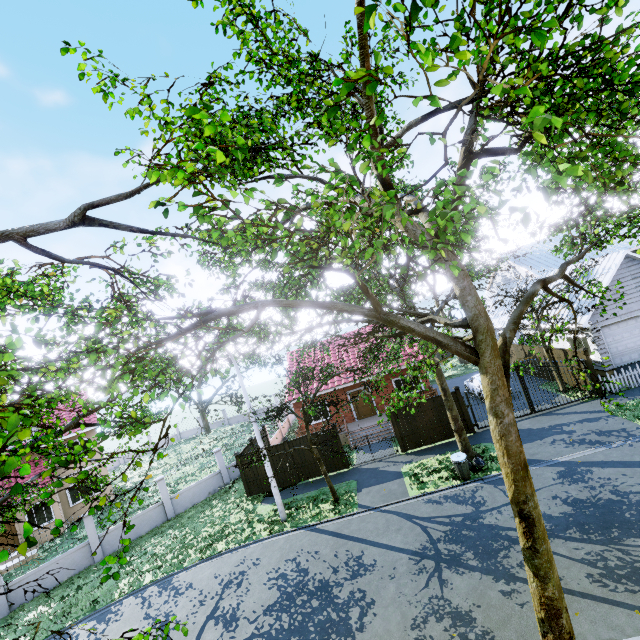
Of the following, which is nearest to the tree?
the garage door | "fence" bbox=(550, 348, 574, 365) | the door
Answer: "fence" bbox=(550, 348, 574, 365)

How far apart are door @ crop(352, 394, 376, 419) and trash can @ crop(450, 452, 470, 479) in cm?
944

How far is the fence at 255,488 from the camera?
18.31m

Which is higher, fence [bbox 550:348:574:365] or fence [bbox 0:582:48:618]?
fence [bbox 550:348:574:365]

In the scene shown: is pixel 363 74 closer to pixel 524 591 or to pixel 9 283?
pixel 9 283

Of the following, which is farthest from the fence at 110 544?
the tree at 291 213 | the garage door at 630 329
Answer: the garage door at 630 329

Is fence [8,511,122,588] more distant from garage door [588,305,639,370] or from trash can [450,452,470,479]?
trash can [450,452,470,479]

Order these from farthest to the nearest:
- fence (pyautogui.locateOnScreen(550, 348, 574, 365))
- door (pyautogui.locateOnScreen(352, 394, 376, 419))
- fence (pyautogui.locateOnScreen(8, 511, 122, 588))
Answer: door (pyautogui.locateOnScreen(352, 394, 376, 419)) < fence (pyautogui.locateOnScreen(550, 348, 574, 365)) < fence (pyautogui.locateOnScreen(8, 511, 122, 588))
